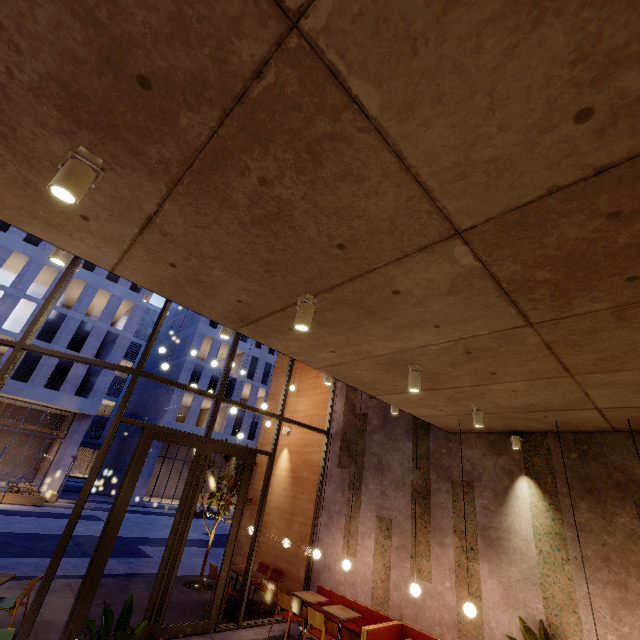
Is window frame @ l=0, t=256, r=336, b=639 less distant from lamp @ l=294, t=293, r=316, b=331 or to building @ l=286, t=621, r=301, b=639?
building @ l=286, t=621, r=301, b=639

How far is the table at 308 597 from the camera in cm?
713

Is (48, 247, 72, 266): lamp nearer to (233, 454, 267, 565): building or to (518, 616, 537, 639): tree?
(233, 454, 267, 565): building

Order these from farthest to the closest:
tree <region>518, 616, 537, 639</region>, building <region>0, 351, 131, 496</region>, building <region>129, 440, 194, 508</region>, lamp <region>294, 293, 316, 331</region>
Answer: building <region>129, 440, 194, 508</region> < building <region>0, 351, 131, 496</region> < tree <region>518, 616, 537, 639</region> < lamp <region>294, 293, 316, 331</region>

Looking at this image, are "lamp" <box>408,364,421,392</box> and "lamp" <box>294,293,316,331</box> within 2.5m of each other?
yes

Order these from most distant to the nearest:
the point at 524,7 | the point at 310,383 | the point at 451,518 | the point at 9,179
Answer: the point at 310,383, the point at 451,518, the point at 9,179, the point at 524,7

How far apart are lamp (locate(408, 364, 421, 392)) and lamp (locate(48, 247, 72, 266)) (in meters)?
4.06

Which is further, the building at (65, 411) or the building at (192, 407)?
the building at (192, 407)
